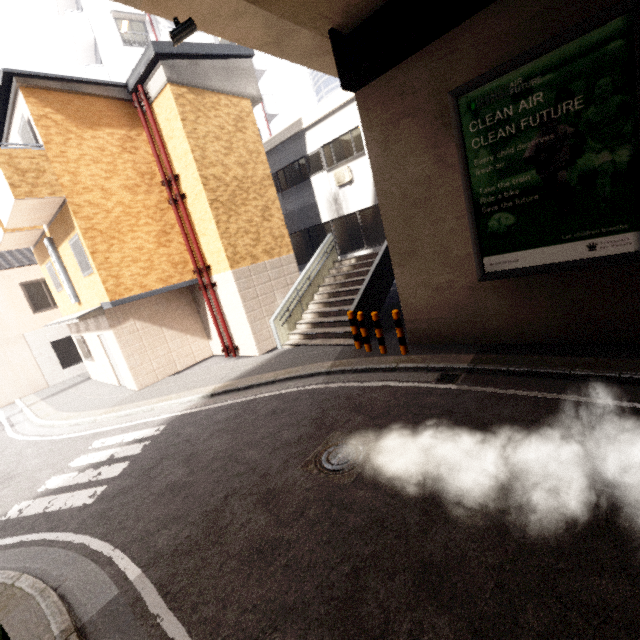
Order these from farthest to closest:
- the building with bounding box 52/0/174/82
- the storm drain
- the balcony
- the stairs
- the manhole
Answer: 1. the building with bounding box 52/0/174/82
2. the stairs
3. the balcony
4. the storm drain
5. the manhole

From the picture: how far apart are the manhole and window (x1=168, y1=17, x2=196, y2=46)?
6.9m

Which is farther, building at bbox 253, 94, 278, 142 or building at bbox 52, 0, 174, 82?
building at bbox 253, 94, 278, 142

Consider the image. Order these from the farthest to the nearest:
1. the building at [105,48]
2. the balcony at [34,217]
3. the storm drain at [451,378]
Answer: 1. the building at [105,48]
2. the balcony at [34,217]
3. the storm drain at [451,378]

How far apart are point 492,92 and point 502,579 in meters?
6.8

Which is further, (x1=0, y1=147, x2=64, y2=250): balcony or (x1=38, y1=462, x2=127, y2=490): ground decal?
(x1=0, y1=147, x2=64, y2=250): balcony

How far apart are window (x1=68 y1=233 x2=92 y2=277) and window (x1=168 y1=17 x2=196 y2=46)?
6.4m

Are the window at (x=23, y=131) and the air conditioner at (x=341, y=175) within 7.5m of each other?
no
